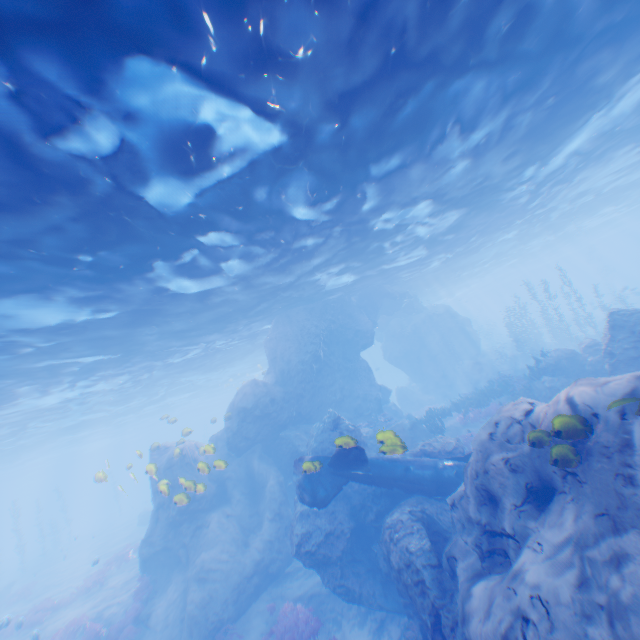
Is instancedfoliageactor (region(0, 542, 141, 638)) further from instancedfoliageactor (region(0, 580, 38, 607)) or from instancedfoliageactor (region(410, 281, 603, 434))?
instancedfoliageactor (region(410, 281, 603, 434))

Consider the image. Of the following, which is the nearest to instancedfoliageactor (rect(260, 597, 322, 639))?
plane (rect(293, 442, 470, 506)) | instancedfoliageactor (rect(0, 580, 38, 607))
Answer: plane (rect(293, 442, 470, 506))

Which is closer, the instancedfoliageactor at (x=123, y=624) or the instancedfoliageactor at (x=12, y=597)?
the instancedfoliageactor at (x=123, y=624)

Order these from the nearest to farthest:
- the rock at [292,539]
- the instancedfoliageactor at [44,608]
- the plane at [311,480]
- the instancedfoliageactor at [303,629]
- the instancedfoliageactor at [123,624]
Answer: the rock at [292,539] → the plane at [311,480] → the instancedfoliageactor at [303,629] → the instancedfoliageactor at [123,624] → the instancedfoliageactor at [44,608]

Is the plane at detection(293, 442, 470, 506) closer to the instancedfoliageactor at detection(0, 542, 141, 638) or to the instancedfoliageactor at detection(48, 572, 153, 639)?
the instancedfoliageactor at detection(48, 572, 153, 639)

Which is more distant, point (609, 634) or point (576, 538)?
point (576, 538)

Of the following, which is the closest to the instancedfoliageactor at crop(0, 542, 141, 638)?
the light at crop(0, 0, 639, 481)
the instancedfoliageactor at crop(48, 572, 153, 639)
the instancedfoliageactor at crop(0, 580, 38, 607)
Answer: the instancedfoliageactor at crop(48, 572, 153, 639)
